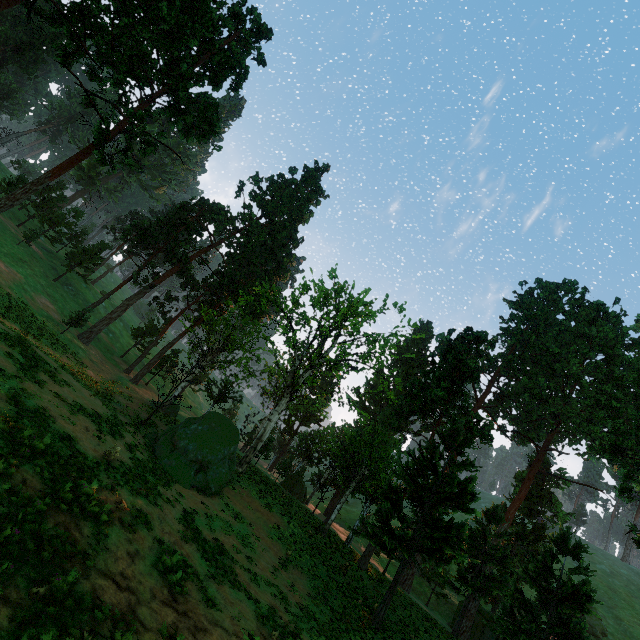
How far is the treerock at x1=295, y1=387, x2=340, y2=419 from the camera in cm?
3307

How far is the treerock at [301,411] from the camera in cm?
3307

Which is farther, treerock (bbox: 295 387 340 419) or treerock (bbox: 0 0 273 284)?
treerock (bbox: 295 387 340 419)

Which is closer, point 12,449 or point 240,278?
point 12,449

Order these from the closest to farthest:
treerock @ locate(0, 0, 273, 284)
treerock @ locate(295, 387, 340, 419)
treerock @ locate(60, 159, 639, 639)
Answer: treerock @ locate(60, 159, 639, 639) → treerock @ locate(0, 0, 273, 284) → treerock @ locate(295, 387, 340, 419)

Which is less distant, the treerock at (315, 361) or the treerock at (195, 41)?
the treerock at (315, 361)
